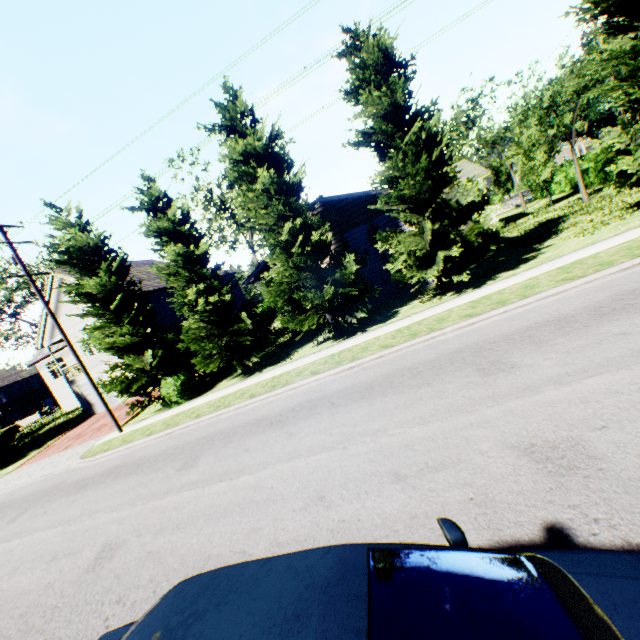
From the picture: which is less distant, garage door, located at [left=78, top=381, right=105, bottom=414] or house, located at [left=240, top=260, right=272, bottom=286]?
house, located at [left=240, top=260, right=272, bottom=286]

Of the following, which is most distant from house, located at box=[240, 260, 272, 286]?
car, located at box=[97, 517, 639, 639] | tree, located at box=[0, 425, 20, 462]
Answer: car, located at box=[97, 517, 639, 639]

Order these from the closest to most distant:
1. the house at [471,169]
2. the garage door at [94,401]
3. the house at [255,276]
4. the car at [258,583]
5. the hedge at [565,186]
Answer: the car at [258,583], the house at [255,276], the house at [471,169], the garage door at [94,401], the hedge at [565,186]

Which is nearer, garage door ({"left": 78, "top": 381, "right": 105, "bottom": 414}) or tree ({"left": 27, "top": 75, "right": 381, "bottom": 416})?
tree ({"left": 27, "top": 75, "right": 381, "bottom": 416})

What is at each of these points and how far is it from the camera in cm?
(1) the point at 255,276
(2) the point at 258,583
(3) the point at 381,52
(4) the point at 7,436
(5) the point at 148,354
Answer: (1) house, 1934
(2) car, 195
(3) tree, 1122
(4) tree, 2445
(5) tree, 1659

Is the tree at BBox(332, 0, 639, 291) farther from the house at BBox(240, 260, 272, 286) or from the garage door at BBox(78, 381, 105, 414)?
the garage door at BBox(78, 381, 105, 414)

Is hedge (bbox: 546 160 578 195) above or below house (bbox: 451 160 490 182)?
below

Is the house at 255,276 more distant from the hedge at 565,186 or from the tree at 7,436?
the hedge at 565,186
